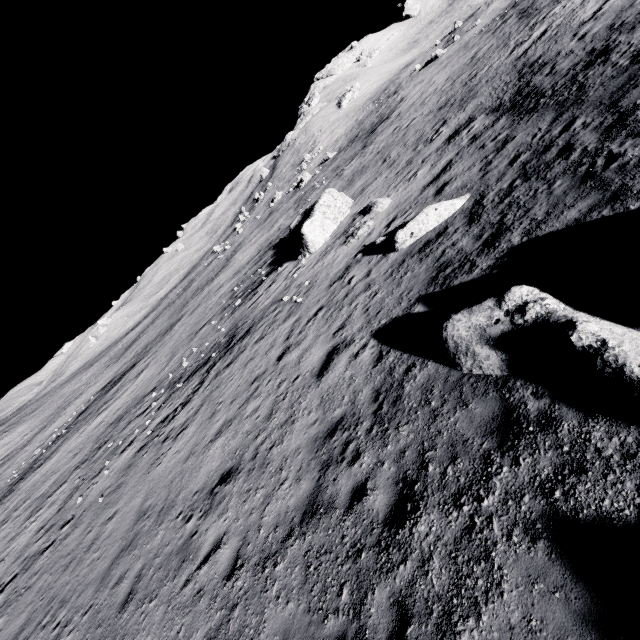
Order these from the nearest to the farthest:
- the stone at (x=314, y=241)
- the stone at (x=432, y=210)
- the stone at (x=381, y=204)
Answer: the stone at (x=432, y=210)
the stone at (x=381, y=204)
the stone at (x=314, y=241)

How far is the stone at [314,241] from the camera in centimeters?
2045cm

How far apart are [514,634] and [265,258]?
30.38m

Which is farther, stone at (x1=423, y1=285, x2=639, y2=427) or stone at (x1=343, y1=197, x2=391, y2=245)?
stone at (x1=343, y1=197, x2=391, y2=245)

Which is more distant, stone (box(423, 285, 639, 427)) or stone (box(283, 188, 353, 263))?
stone (box(283, 188, 353, 263))

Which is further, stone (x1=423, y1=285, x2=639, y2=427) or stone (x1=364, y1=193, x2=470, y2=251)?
stone (x1=364, y1=193, x2=470, y2=251)

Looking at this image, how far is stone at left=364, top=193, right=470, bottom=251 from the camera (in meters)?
11.98

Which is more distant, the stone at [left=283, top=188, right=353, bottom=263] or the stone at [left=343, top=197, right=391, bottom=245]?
the stone at [left=283, top=188, right=353, bottom=263]
